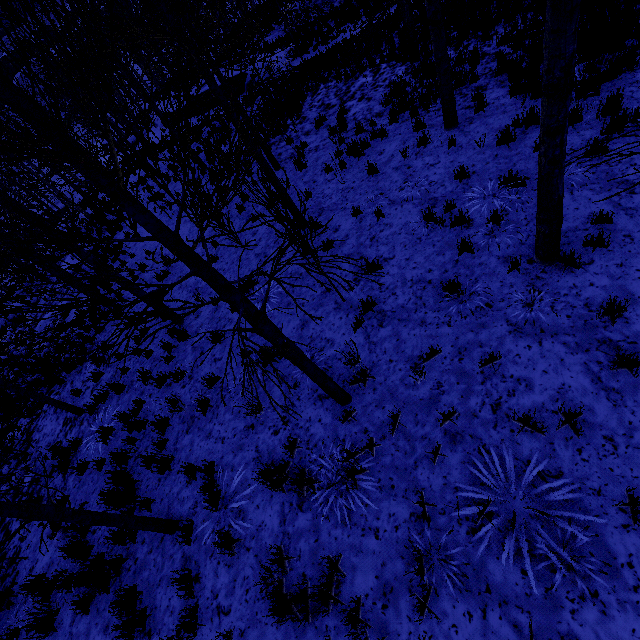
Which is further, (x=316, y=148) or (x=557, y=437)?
(x=316, y=148)

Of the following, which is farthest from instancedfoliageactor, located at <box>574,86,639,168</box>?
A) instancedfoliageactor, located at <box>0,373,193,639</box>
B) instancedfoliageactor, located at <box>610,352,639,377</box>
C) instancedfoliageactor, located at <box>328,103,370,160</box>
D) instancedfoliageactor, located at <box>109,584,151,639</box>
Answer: instancedfoliageactor, located at <box>0,373,193,639</box>

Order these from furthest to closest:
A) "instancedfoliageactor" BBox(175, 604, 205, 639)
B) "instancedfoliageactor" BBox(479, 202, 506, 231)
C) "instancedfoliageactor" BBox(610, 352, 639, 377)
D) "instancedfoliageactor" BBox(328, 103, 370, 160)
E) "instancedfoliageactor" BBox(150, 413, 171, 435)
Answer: "instancedfoliageactor" BBox(328, 103, 370, 160) < "instancedfoliageactor" BBox(150, 413, 171, 435) < "instancedfoliageactor" BBox(479, 202, 506, 231) < "instancedfoliageactor" BBox(175, 604, 205, 639) < "instancedfoliageactor" BBox(610, 352, 639, 377)

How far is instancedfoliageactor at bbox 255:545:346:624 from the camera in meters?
3.5 m

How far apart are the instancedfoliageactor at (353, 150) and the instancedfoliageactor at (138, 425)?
8.4 meters

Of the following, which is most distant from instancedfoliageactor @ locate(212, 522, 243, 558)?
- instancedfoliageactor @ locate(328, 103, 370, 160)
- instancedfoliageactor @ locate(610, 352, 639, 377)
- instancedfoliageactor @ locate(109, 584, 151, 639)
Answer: instancedfoliageactor @ locate(109, 584, 151, 639)

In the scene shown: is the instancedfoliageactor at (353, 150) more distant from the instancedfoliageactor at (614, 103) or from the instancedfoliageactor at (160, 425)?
the instancedfoliageactor at (160, 425)
